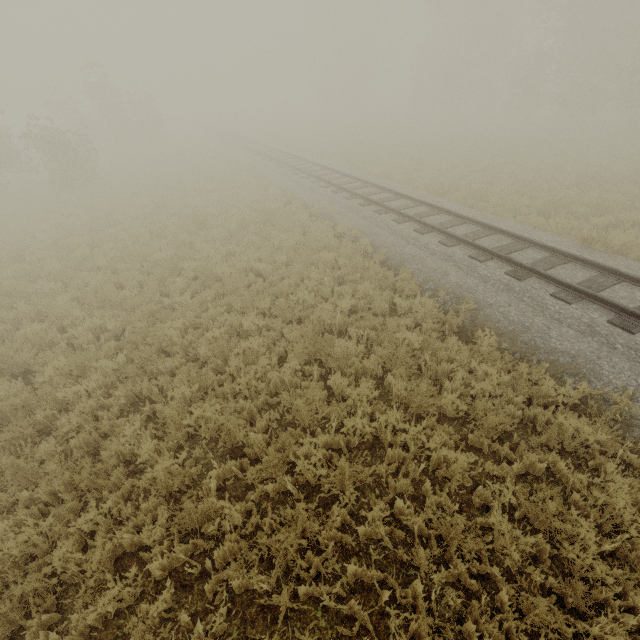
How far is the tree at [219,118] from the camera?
51.6m

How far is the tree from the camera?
51.6 meters

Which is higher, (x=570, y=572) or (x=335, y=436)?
(x=335, y=436)
